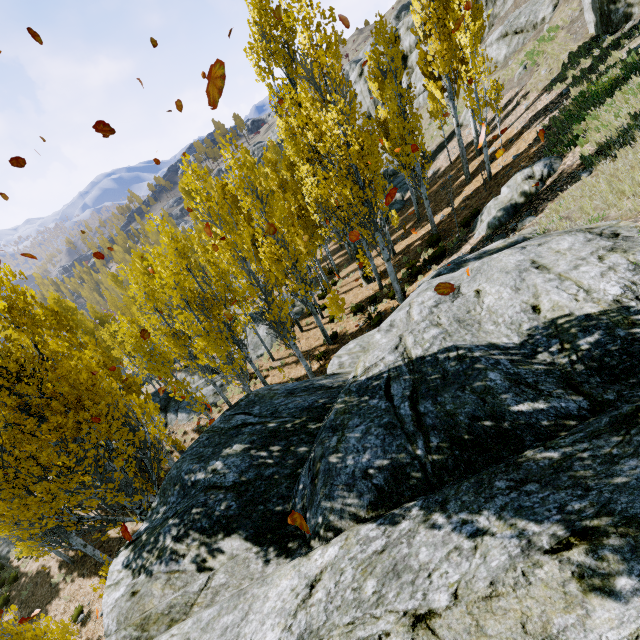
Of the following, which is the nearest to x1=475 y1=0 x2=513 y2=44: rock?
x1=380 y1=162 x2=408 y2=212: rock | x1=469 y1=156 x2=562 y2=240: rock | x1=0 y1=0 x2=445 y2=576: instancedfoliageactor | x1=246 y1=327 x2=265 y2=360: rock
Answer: x1=0 y1=0 x2=445 y2=576: instancedfoliageactor

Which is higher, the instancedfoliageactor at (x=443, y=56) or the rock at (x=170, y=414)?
the instancedfoliageactor at (x=443, y=56)

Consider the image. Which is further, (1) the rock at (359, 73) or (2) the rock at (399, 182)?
(1) the rock at (359, 73)

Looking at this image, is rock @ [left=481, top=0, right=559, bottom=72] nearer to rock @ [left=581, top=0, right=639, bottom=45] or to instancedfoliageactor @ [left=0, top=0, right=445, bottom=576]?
rock @ [left=581, top=0, right=639, bottom=45]

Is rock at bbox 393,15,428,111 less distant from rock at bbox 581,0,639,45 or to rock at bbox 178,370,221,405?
rock at bbox 581,0,639,45

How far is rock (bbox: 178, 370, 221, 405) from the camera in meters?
→ 20.2

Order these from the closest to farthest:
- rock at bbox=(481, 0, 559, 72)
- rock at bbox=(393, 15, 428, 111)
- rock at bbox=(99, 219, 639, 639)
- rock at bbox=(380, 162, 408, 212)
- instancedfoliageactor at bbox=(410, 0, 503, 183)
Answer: rock at bbox=(99, 219, 639, 639)
instancedfoliageactor at bbox=(410, 0, 503, 183)
rock at bbox=(481, 0, 559, 72)
rock at bbox=(380, 162, 408, 212)
rock at bbox=(393, 15, 428, 111)

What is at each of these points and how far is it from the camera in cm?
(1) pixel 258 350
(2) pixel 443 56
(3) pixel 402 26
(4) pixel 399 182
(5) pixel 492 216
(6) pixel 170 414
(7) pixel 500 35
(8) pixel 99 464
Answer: (1) rock, 2173
(2) instancedfoliageactor, 1598
(3) rock, 3894
(4) rock, 3194
(5) rock, 1235
(6) rock, 2102
(7) rock, 2455
(8) instancedfoliageactor, 967
